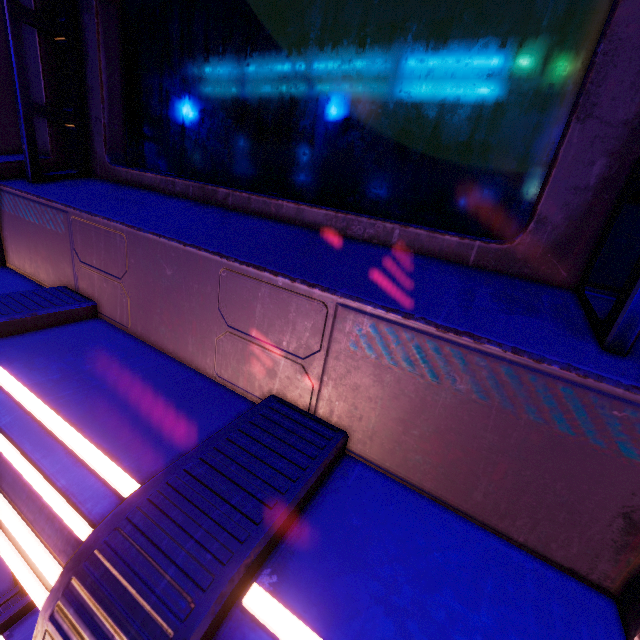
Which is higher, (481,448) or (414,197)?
(414,197)
